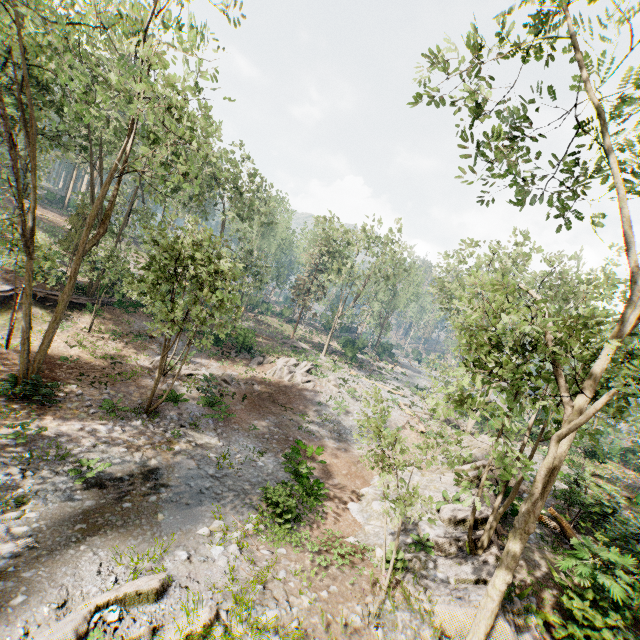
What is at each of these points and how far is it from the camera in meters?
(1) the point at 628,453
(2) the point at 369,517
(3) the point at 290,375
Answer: (1) ground embankment, 31.7 m
(2) rock, 13.8 m
(3) foliage, 28.4 m

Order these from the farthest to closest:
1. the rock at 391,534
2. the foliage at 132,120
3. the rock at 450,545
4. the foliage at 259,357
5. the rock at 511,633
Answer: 1. the foliage at 259,357
2. the foliage at 132,120
3. the rock at 391,534
4. the rock at 450,545
5. the rock at 511,633

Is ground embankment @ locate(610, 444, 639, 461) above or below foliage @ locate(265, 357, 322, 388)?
above

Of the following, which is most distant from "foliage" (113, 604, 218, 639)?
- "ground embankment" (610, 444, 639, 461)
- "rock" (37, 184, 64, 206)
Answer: "ground embankment" (610, 444, 639, 461)

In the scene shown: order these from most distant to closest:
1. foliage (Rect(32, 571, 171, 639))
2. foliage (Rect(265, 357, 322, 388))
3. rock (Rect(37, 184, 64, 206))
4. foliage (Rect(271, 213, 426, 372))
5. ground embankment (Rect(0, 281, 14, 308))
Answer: rock (Rect(37, 184, 64, 206)) → foliage (Rect(271, 213, 426, 372)) → foliage (Rect(265, 357, 322, 388)) → ground embankment (Rect(0, 281, 14, 308)) → foliage (Rect(32, 571, 171, 639))

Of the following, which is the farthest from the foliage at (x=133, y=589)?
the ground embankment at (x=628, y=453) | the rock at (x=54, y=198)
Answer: the ground embankment at (x=628, y=453)

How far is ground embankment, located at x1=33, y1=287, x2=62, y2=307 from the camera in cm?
2294

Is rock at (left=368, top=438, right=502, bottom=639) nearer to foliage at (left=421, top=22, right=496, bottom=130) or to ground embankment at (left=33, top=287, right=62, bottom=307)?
foliage at (left=421, top=22, right=496, bottom=130)
